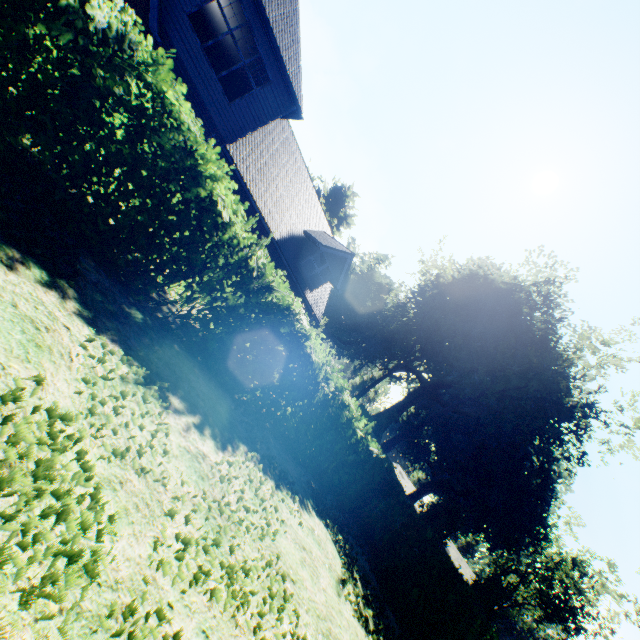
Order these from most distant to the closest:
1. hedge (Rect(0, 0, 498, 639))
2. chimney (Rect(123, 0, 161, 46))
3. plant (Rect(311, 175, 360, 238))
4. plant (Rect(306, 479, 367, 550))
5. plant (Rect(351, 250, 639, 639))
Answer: plant (Rect(311, 175, 360, 238)), plant (Rect(351, 250, 639, 639)), chimney (Rect(123, 0, 161, 46)), plant (Rect(306, 479, 367, 550)), hedge (Rect(0, 0, 498, 639))

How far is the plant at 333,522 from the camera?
Answer: 8.4 meters

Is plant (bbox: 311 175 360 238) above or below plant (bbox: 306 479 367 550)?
above

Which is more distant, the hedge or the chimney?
the chimney

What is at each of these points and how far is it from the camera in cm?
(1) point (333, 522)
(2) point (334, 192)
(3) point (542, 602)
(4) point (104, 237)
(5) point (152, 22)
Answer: (1) plant, 903
(2) plant, 5359
(3) plant, 4856
(4) hedge, 458
(5) chimney, 1012

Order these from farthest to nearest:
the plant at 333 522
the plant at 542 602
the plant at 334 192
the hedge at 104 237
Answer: the plant at 334 192 → the plant at 542 602 → the plant at 333 522 → the hedge at 104 237

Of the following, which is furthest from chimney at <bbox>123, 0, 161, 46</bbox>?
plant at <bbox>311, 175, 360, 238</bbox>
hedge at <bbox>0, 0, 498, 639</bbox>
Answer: plant at <bbox>311, 175, 360, 238</bbox>

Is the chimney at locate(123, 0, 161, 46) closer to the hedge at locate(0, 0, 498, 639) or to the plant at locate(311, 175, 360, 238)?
the hedge at locate(0, 0, 498, 639)
